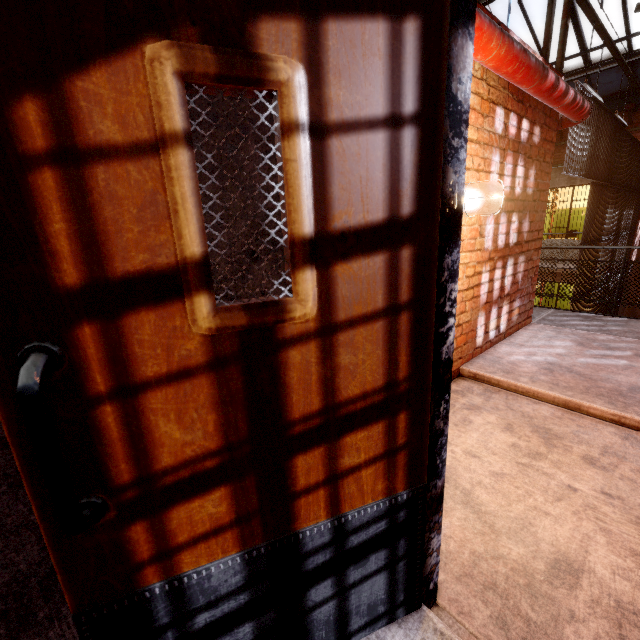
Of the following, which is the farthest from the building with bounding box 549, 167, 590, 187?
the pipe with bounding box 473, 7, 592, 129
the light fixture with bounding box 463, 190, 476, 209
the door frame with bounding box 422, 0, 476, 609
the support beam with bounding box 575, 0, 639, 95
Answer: the door frame with bounding box 422, 0, 476, 609

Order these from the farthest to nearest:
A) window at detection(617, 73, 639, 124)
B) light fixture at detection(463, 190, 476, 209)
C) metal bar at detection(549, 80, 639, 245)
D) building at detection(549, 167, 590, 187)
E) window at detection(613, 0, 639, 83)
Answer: window at detection(617, 73, 639, 124)
building at detection(549, 167, 590, 187)
window at detection(613, 0, 639, 83)
metal bar at detection(549, 80, 639, 245)
light fixture at detection(463, 190, 476, 209)

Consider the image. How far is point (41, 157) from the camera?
0.53m

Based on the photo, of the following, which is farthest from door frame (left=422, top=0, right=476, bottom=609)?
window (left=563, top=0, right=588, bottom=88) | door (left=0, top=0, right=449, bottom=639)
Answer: window (left=563, top=0, right=588, bottom=88)

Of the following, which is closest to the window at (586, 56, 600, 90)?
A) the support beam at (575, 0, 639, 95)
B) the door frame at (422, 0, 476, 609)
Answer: the support beam at (575, 0, 639, 95)

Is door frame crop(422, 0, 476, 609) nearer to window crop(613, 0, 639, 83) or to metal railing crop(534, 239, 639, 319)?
window crop(613, 0, 639, 83)

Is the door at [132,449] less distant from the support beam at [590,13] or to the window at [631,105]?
the support beam at [590,13]

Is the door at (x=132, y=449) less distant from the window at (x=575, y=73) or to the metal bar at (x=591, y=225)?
the window at (x=575, y=73)
